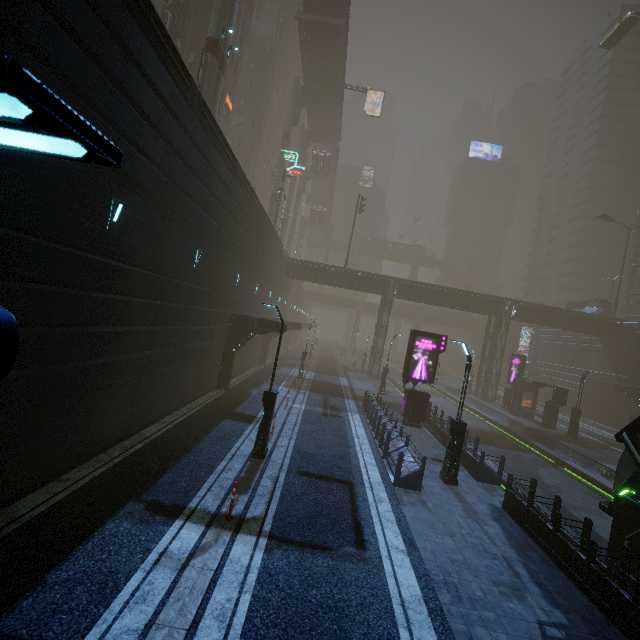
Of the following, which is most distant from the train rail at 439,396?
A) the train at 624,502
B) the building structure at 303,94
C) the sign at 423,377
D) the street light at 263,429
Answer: the building structure at 303,94

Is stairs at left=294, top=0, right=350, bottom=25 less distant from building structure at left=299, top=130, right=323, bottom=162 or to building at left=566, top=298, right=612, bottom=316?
building at left=566, top=298, right=612, bottom=316

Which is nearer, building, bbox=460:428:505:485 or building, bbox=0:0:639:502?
building, bbox=0:0:639:502

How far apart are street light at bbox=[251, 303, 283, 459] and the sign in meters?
10.6

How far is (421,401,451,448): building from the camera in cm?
1733

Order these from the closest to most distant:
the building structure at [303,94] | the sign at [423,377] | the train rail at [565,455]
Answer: the train rail at [565,455] → the sign at [423,377] → the building structure at [303,94]

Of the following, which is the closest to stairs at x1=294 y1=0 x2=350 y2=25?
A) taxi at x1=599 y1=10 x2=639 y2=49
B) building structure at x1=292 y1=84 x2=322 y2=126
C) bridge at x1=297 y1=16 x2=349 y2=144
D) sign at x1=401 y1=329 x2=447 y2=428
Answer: bridge at x1=297 y1=16 x2=349 y2=144

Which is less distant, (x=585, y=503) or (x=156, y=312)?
A: (x=156, y=312)
